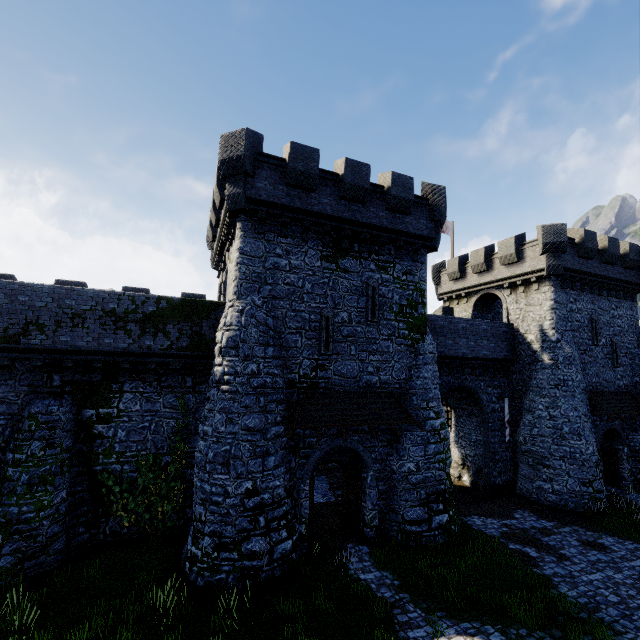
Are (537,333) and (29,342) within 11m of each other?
no

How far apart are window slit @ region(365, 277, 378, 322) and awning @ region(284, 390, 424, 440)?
3.1m

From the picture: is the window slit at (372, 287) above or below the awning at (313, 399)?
above

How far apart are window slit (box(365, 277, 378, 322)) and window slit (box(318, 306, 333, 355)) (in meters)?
1.53

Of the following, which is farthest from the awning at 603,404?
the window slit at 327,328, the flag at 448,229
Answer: the window slit at 327,328

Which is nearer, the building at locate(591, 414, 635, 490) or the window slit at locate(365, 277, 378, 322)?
the window slit at locate(365, 277, 378, 322)

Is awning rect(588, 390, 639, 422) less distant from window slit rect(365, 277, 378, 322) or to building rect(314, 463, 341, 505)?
building rect(314, 463, 341, 505)

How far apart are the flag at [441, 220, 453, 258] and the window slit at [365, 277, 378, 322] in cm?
1613
